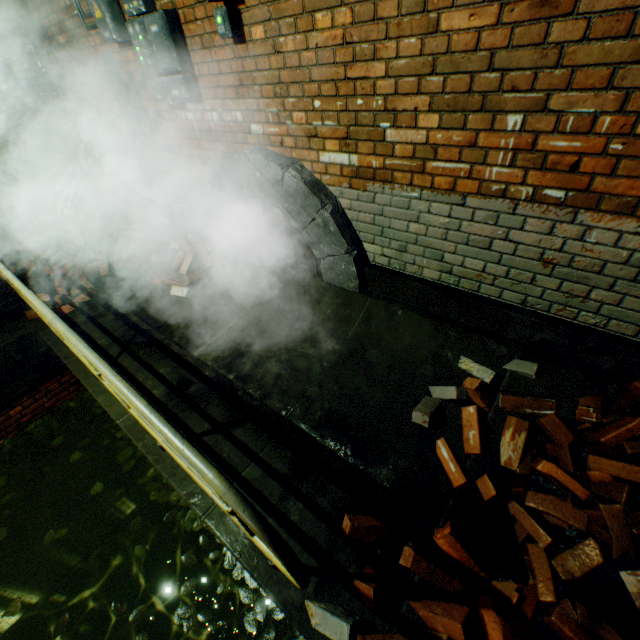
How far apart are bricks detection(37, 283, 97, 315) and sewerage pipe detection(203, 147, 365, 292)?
1.8m

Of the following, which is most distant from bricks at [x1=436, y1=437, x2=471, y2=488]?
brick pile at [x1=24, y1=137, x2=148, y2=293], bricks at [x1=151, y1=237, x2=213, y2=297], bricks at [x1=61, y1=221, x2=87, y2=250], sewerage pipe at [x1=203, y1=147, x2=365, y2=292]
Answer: bricks at [x1=61, y1=221, x2=87, y2=250]

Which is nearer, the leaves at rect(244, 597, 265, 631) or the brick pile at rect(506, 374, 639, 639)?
the brick pile at rect(506, 374, 639, 639)

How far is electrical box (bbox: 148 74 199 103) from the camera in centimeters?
298cm

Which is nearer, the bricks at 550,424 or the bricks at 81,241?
the bricks at 550,424

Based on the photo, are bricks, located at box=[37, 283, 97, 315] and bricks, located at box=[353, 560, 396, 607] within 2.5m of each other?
no

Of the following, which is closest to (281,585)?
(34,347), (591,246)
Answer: (591,246)

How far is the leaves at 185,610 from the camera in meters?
2.6 m
